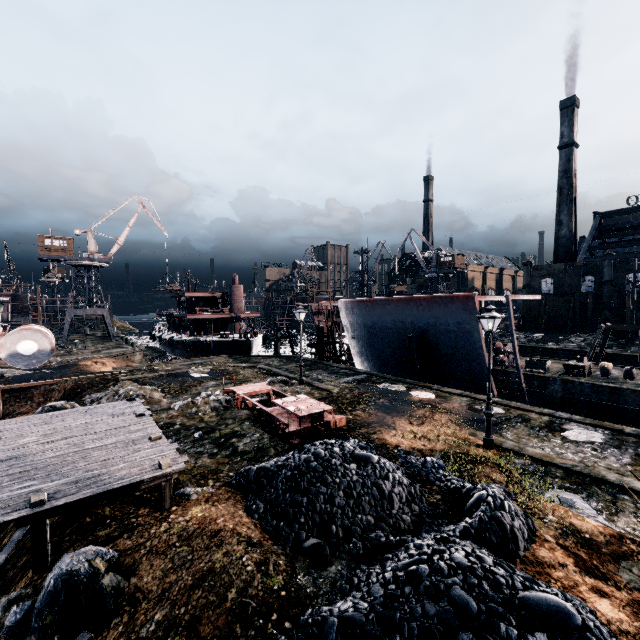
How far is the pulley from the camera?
31.35m

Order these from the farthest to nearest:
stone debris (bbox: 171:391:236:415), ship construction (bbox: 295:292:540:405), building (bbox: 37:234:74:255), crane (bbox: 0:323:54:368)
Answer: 1. building (bbox: 37:234:74:255)
2. ship construction (bbox: 295:292:540:405)
3. stone debris (bbox: 171:391:236:415)
4. crane (bbox: 0:323:54:368)

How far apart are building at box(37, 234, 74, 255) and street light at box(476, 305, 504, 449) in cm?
6259

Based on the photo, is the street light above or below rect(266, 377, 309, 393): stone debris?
above

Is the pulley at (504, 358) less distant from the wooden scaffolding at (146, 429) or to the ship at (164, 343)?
the ship at (164, 343)

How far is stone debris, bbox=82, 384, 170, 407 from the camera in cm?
2003

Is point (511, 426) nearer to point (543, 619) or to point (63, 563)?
point (543, 619)

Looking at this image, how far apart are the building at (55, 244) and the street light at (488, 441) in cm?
6259
